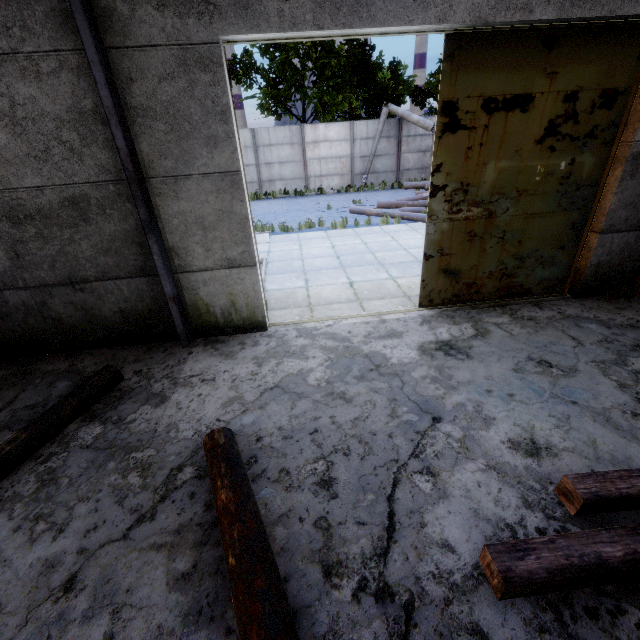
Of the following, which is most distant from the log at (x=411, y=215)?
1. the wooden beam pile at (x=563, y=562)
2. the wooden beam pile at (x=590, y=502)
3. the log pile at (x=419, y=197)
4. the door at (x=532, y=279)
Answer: the wooden beam pile at (x=563, y=562)

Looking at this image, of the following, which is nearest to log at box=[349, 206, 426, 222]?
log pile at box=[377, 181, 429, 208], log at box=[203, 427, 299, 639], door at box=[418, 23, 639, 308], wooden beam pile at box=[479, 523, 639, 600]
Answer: log pile at box=[377, 181, 429, 208]

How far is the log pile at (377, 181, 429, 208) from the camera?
13.90m

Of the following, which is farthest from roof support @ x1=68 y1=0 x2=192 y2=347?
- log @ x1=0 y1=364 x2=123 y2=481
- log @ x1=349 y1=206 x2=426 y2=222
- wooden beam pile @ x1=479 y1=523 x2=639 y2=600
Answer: log @ x1=349 y1=206 x2=426 y2=222

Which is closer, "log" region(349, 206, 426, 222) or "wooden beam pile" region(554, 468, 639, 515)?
"wooden beam pile" region(554, 468, 639, 515)

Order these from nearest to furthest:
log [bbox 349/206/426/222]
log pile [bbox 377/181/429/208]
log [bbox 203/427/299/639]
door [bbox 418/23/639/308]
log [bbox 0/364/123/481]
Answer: log [bbox 203/427/299/639] < log [bbox 0/364/123/481] < door [bbox 418/23/639/308] < log [bbox 349/206/426/222] < log pile [bbox 377/181/429/208]

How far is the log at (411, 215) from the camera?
11.84m

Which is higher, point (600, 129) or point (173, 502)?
point (600, 129)
